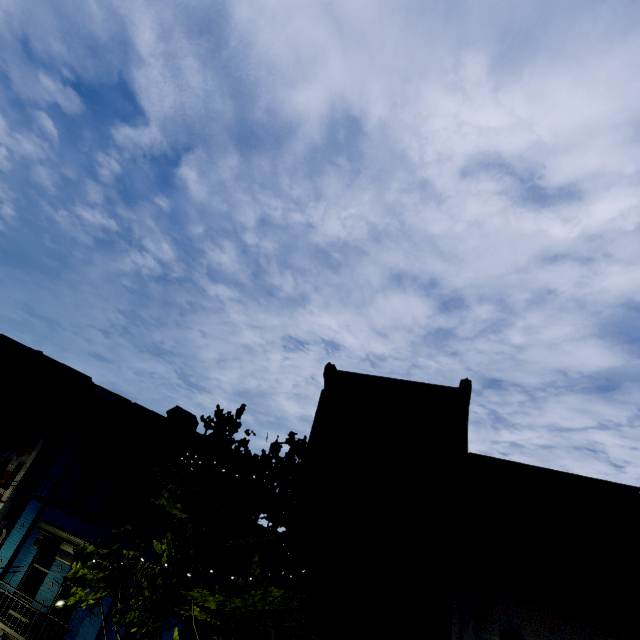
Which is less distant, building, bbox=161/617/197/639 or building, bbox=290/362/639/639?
building, bbox=290/362/639/639

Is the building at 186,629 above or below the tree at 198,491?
below

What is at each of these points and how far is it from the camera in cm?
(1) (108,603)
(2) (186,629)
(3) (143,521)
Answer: (1) building, 1023
(2) building, 969
(3) building, 1116

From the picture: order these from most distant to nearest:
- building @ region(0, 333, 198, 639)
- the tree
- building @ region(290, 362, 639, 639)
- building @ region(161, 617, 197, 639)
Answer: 1. building @ region(0, 333, 198, 639)
2. building @ region(161, 617, 197, 639)
3. building @ region(290, 362, 639, 639)
4. the tree

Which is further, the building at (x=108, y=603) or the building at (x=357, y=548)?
the building at (x=108, y=603)

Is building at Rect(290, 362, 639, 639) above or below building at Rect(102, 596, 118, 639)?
above

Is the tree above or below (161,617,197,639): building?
above
